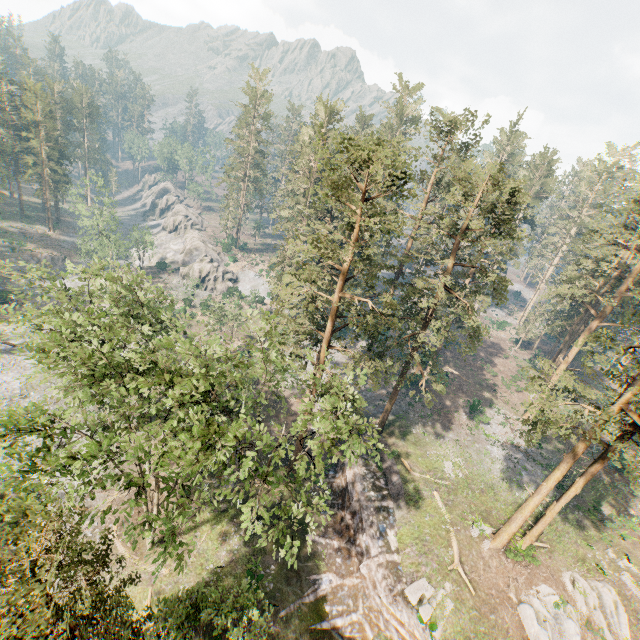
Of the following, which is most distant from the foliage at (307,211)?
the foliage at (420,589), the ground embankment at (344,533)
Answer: the foliage at (420,589)

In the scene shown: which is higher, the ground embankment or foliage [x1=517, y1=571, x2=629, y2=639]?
foliage [x1=517, y1=571, x2=629, y2=639]

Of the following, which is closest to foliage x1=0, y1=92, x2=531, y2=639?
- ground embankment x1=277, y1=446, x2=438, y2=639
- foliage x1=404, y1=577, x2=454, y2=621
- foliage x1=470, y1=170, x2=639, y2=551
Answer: foliage x1=470, y1=170, x2=639, y2=551

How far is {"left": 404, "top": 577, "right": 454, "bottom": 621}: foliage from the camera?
21.3 meters

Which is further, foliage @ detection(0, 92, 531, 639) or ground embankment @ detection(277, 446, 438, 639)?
ground embankment @ detection(277, 446, 438, 639)

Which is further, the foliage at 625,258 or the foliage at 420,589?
the foliage at 420,589

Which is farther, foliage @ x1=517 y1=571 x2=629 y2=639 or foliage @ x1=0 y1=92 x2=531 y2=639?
foliage @ x1=517 y1=571 x2=629 y2=639

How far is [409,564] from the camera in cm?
2366
